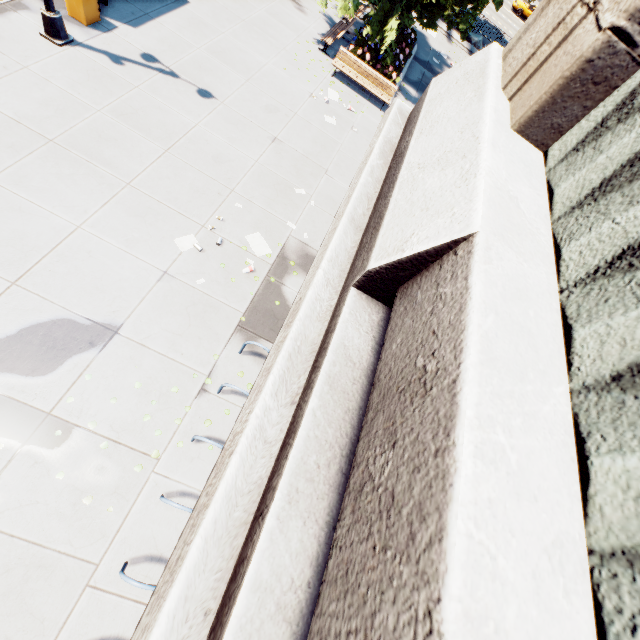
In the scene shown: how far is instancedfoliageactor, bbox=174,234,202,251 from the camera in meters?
7.8 m

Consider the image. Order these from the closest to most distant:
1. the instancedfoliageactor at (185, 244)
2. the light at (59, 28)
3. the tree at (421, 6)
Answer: the instancedfoliageactor at (185, 244)
the light at (59, 28)
the tree at (421, 6)

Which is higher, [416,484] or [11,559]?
[416,484]

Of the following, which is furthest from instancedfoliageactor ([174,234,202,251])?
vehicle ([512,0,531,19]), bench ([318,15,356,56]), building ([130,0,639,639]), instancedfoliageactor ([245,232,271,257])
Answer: vehicle ([512,0,531,19])

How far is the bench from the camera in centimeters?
1420cm

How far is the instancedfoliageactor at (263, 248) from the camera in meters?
8.6 m

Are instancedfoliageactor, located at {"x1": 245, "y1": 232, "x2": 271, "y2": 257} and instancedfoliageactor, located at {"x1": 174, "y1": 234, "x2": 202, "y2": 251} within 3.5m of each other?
yes

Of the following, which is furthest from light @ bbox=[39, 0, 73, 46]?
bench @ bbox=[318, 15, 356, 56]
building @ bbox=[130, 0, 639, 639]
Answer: building @ bbox=[130, 0, 639, 639]
